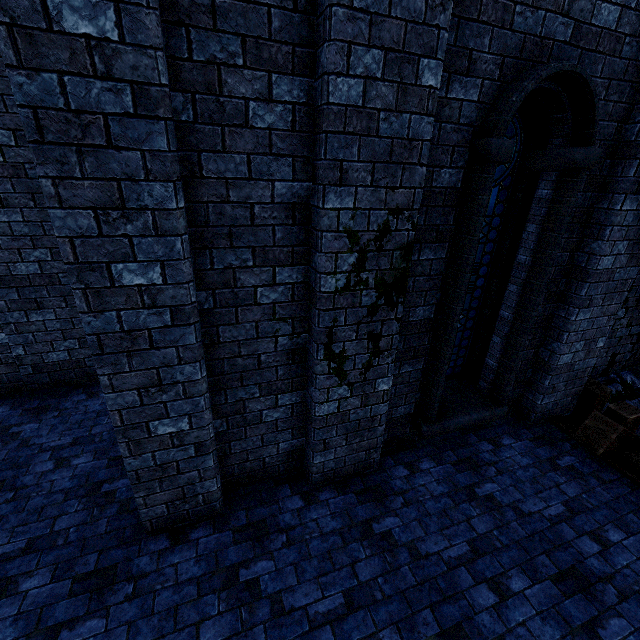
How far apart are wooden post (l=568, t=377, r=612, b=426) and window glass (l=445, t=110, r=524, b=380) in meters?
2.1

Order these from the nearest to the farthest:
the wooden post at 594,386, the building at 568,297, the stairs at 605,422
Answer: the building at 568,297 → the stairs at 605,422 → the wooden post at 594,386

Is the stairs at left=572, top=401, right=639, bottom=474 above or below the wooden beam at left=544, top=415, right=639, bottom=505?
above

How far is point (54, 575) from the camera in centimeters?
313cm

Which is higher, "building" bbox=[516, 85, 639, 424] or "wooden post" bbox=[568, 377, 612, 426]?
"building" bbox=[516, 85, 639, 424]

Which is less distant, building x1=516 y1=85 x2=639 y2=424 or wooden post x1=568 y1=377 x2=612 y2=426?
building x1=516 y1=85 x2=639 y2=424

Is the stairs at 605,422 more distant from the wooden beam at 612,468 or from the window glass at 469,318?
the window glass at 469,318

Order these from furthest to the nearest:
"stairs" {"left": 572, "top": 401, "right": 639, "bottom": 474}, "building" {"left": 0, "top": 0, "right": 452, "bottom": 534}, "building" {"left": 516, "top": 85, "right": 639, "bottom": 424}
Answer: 1. "stairs" {"left": 572, "top": 401, "right": 639, "bottom": 474}
2. "building" {"left": 516, "top": 85, "right": 639, "bottom": 424}
3. "building" {"left": 0, "top": 0, "right": 452, "bottom": 534}
